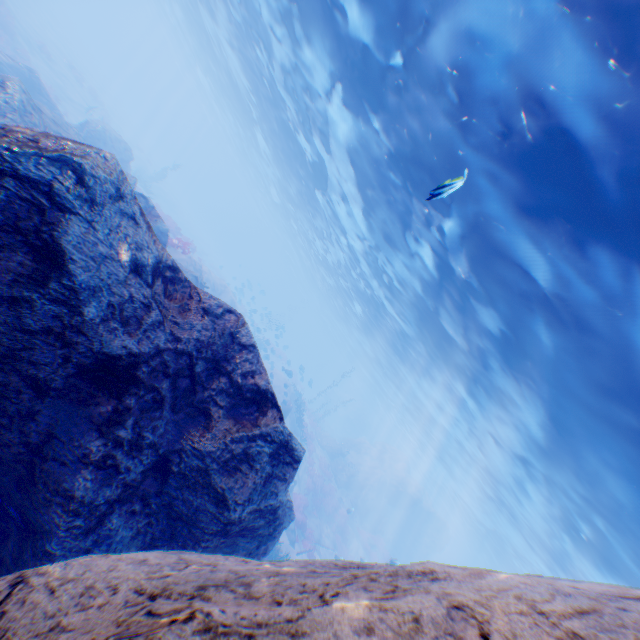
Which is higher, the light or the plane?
the light

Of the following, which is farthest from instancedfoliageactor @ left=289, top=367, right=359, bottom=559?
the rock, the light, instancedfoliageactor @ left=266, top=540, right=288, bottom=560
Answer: the light

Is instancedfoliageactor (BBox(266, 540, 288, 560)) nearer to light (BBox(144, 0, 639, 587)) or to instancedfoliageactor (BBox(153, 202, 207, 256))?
instancedfoliageactor (BBox(153, 202, 207, 256))

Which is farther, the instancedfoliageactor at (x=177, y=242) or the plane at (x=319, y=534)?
the plane at (x=319, y=534)

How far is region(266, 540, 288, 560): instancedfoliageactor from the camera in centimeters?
1309cm

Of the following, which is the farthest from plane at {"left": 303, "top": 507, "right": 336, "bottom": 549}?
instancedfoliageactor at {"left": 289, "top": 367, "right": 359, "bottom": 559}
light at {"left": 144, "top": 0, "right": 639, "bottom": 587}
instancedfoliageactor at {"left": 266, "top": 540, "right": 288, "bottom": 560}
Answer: light at {"left": 144, "top": 0, "right": 639, "bottom": 587}

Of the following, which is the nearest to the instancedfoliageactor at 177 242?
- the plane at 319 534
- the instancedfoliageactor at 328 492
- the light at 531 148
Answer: the light at 531 148

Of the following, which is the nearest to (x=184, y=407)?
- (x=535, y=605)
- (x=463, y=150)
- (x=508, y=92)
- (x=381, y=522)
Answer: (x=535, y=605)
